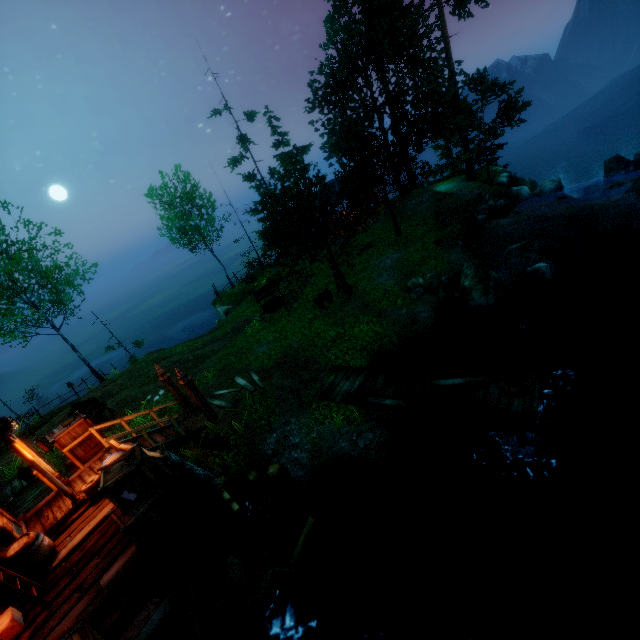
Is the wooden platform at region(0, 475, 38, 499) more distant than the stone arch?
Yes

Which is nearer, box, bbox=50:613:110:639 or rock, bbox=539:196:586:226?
box, bbox=50:613:110:639

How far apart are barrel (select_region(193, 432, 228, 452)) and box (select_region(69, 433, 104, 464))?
2.6m

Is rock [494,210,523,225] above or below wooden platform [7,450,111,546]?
below

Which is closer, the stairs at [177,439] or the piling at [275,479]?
the piling at [275,479]

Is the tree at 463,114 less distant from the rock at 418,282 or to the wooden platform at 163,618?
the rock at 418,282

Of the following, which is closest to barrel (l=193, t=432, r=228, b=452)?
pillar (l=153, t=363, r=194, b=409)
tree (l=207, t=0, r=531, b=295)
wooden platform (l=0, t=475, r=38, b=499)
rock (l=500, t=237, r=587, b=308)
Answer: pillar (l=153, t=363, r=194, b=409)

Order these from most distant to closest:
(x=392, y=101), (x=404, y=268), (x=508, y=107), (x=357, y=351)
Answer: (x=392, y=101)
(x=508, y=107)
(x=404, y=268)
(x=357, y=351)
